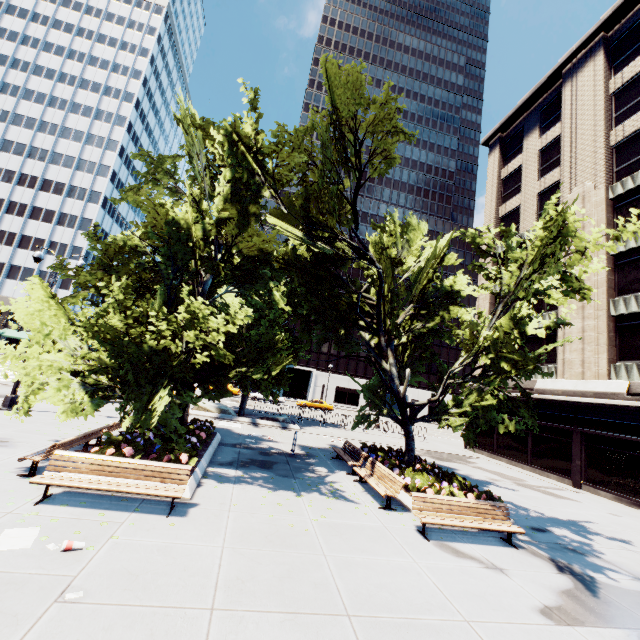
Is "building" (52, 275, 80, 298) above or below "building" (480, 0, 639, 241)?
below

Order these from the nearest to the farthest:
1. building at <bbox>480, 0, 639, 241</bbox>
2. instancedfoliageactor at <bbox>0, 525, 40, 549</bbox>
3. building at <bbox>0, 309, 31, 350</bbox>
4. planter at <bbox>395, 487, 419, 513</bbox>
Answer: instancedfoliageactor at <bbox>0, 525, 40, 549</bbox>
planter at <bbox>395, 487, 419, 513</bbox>
building at <bbox>480, 0, 639, 241</bbox>
building at <bbox>0, 309, 31, 350</bbox>

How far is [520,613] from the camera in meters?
5.6 m

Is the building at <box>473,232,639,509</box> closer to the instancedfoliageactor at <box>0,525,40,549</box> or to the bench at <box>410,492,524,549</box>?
the instancedfoliageactor at <box>0,525,40,549</box>

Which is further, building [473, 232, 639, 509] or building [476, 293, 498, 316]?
building [476, 293, 498, 316]

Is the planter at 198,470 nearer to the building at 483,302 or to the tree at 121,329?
the tree at 121,329

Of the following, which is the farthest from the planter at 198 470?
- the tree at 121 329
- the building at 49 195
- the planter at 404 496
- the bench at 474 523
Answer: the building at 49 195

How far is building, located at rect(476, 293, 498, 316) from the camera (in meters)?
29.06
